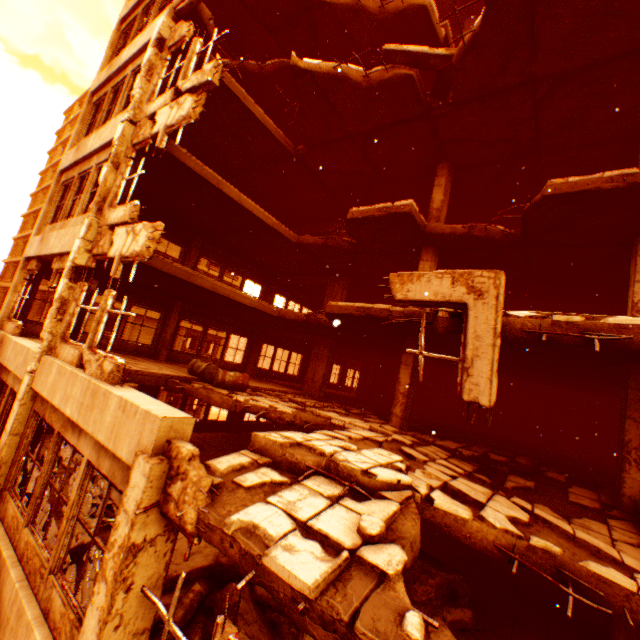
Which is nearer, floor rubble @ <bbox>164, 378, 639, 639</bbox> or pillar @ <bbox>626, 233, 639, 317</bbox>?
floor rubble @ <bbox>164, 378, 639, 639</bbox>

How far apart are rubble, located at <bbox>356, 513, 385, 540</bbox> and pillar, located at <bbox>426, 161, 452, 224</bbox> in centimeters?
902cm

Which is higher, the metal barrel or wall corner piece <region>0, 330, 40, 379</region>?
the metal barrel

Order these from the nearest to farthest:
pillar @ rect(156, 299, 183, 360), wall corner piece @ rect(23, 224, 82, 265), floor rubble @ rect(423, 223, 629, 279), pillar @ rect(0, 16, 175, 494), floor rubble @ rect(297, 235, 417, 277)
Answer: pillar @ rect(0, 16, 175, 494), wall corner piece @ rect(23, 224, 82, 265), floor rubble @ rect(423, 223, 629, 279), floor rubble @ rect(297, 235, 417, 277), pillar @ rect(156, 299, 183, 360)

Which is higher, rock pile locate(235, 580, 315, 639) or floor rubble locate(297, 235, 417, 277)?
floor rubble locate(297, 235, 417, 277)

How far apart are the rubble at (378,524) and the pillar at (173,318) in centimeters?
1238cm

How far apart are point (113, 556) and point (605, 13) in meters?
11.6 m

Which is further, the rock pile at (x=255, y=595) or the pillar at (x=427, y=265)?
the pillar at (x=427, y=265)
